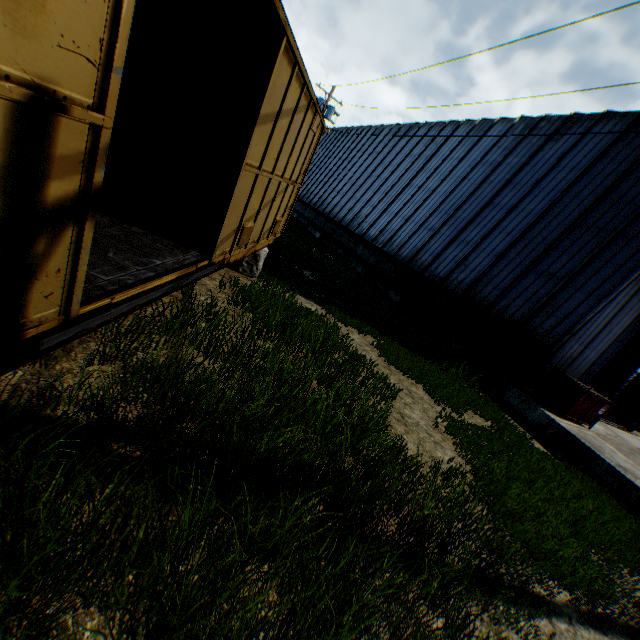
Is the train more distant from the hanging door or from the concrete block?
the hanging door

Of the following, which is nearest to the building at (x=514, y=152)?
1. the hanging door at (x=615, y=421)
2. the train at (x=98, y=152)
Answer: the hanging door at (x=615, y=421)

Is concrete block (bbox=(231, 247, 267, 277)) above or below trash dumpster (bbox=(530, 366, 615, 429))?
below

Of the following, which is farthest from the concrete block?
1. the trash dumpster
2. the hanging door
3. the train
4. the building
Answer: the hanging door

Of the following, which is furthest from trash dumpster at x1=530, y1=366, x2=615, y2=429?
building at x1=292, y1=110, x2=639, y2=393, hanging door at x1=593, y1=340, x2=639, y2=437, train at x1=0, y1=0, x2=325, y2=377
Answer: train at x1=0, y1=0, x2=325, y2=377

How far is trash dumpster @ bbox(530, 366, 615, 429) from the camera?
10.0m

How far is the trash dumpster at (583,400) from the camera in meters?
10.0

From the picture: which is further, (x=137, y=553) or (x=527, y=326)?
(x=527, y=326)
